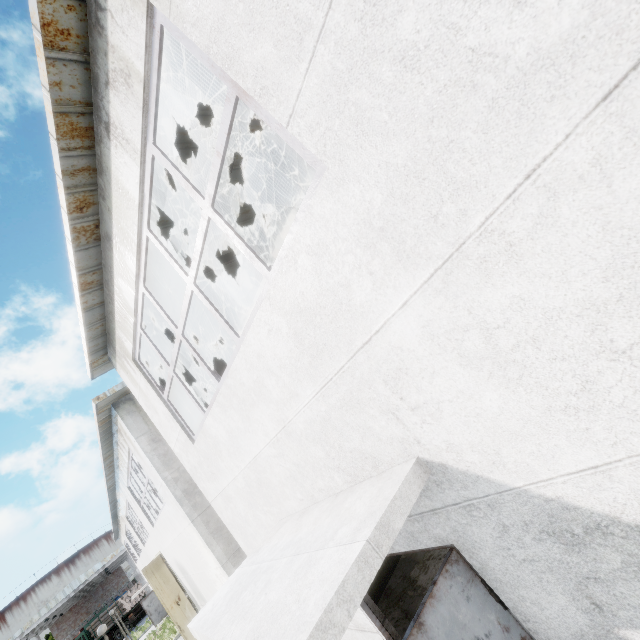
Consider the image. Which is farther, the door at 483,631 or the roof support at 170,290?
the roof support at 170,290

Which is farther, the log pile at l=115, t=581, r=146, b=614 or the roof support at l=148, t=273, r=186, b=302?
the log pile at l=115, t=581, r=146, b=614

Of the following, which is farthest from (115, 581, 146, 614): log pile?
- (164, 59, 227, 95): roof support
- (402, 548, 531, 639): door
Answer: (402, 548, 531, 639): door

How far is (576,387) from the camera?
1.64m

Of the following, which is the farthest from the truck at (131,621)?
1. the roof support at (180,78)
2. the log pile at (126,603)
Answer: the roof support at (180,78)

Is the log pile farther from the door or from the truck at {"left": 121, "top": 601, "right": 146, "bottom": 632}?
the door

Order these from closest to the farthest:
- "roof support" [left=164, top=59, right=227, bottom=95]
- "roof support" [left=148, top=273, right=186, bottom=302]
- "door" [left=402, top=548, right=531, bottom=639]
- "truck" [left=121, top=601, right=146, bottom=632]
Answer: "door" [left=402, top=548, right=531, bottom=639] → "roof support" [left=164, top=59, right=227, bottom=95] → "roof support" [left=148, top=273, right=186, bottom=302] → "truck" [left=121, top=601, right=146, bottom=632]
